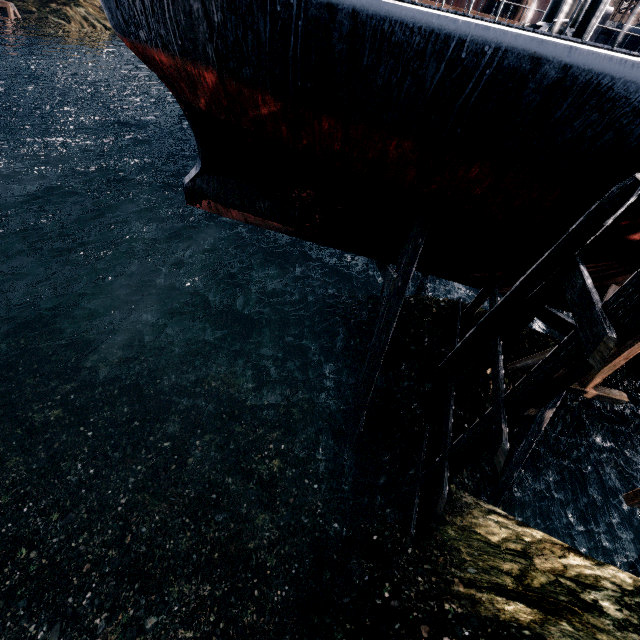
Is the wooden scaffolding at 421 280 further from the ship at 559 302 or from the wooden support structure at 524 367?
the wooden support structure at 524 367

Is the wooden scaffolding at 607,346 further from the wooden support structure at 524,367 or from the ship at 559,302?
the wooden support structure at 524,367

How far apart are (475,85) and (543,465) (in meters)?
16.15

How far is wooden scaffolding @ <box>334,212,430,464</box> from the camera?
9.77m

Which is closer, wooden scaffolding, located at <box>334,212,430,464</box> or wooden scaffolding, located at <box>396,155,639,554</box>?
wooden scaffolding, located at <box>396,155,639,554</box>

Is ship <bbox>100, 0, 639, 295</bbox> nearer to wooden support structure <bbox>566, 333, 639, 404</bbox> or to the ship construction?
wooden support structure <bbox>566, 333, 639, 404</bbox>

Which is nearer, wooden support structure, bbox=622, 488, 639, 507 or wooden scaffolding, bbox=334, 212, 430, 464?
wooden support structure, bbox=622, 488, 639, 507
